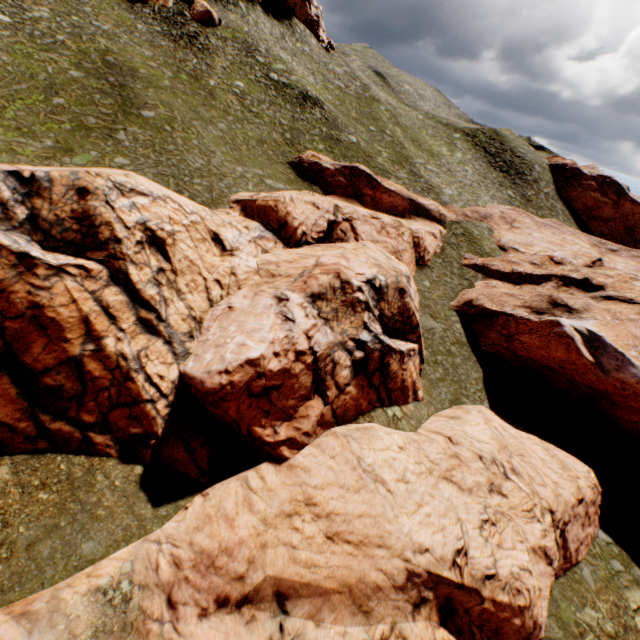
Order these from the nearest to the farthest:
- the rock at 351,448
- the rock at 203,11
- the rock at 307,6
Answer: the rock at 351,448 → the rock at 203,11 → the rock at 307,6

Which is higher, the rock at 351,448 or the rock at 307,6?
the rock at 307,6

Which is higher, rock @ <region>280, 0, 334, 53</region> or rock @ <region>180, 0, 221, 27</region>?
rock @ <region>280, 0, 334, 53</region>

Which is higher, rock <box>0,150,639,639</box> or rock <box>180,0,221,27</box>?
rock <box>180,0,221,27</box>

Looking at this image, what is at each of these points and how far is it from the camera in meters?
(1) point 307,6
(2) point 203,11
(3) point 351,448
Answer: (1) rock, 51.8 m
(2) rock, 38.6 m
(3) rock, 15.7 m

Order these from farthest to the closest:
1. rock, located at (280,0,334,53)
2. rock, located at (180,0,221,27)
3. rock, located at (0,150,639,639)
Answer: rock, located at (280,0,334,53) → rock, located at (180,0,221,27) → rock, located at (0,150,639,639)

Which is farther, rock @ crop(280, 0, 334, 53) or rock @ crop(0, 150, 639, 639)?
rock @ crop(280, 0, 334, 53)
